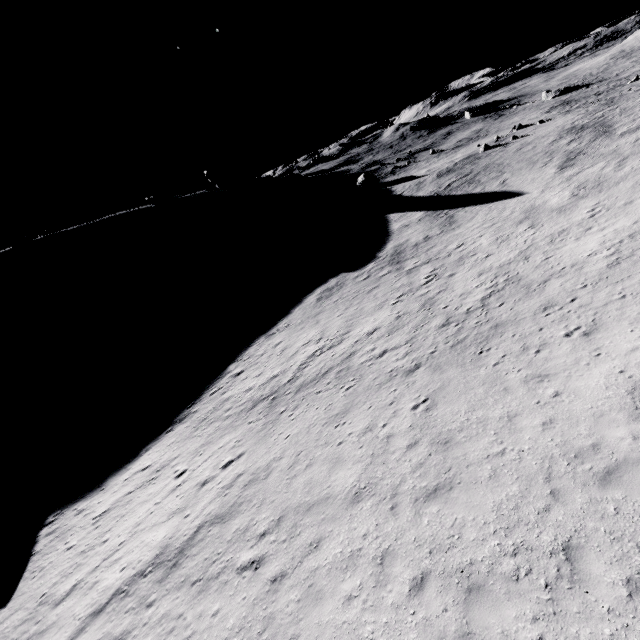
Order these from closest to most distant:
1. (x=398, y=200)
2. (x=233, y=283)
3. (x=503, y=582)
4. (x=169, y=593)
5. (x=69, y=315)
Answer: (x=503, y=582)
(x=169, y=593)
(x=398, y=200)
(x=233, y=283)
(x=69, y=315)
